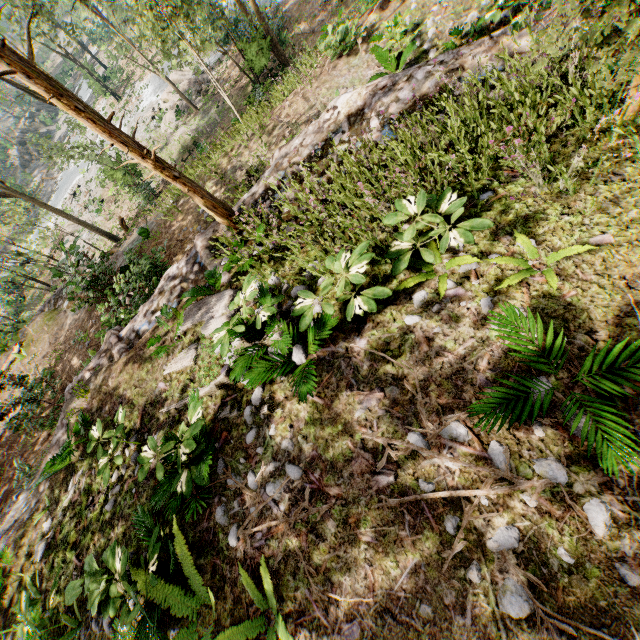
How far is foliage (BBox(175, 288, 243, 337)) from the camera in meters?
5.4 m

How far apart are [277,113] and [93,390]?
11.37m

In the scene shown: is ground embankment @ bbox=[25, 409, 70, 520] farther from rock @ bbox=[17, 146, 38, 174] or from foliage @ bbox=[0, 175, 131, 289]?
rock @ bbox=[17, 146, 38, 174]

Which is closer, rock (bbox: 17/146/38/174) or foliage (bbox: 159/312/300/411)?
foliage (bbox: 159/312/300/411)

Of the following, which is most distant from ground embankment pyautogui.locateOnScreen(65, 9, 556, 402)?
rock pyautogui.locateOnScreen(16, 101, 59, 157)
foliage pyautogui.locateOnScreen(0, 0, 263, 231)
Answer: rock pyautogui.locateOnScreen(16, 101, 59, 157)

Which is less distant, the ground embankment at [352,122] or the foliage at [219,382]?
the foliage at [219,382]

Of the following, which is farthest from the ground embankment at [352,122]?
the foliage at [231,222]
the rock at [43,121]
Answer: the rock at [43,121]
